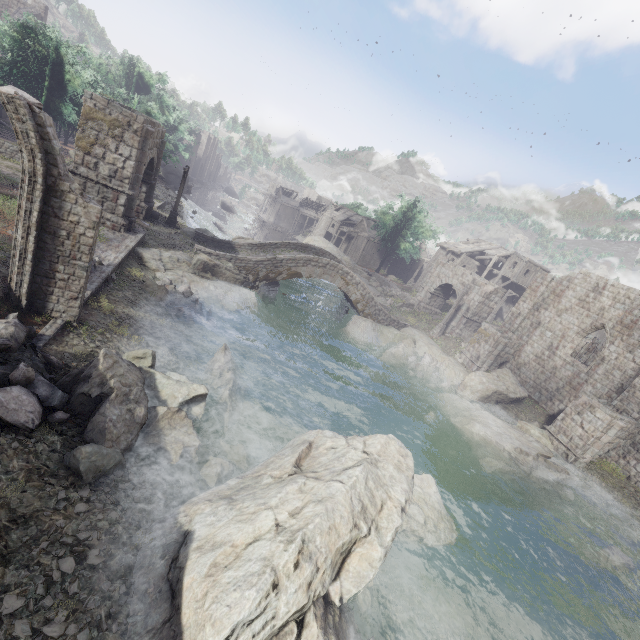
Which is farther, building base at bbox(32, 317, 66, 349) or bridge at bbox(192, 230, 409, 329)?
bridge at bbox(192, 230, 409, 329)

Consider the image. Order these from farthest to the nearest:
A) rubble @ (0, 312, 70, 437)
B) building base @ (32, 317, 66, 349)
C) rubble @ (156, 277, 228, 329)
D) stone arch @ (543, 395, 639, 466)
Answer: stone arch @ (543, 395, 639, 466)
rubble @ (156, 277, 228, 329)
building base @ (32, 317, 66, 349)
rubble @ (0, 312, 70, 437)

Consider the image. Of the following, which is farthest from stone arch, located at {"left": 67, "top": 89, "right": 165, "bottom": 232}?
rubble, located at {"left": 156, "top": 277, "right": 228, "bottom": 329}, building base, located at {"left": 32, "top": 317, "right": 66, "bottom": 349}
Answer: building base, located at {"left": 32, "top": 317, "right": 66, "bottom": 349}

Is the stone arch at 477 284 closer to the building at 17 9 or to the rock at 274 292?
the rock at 274 292

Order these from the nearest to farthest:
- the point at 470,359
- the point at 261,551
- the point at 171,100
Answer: the point at 261,551 → the point at 470,359 → the point at 171,100

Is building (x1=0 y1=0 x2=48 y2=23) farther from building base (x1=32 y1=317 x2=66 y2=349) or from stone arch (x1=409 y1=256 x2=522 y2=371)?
building base (x1=32 y1=317 x2=66 y2=349)

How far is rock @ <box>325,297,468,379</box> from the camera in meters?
25.5 m

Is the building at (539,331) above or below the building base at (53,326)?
above
